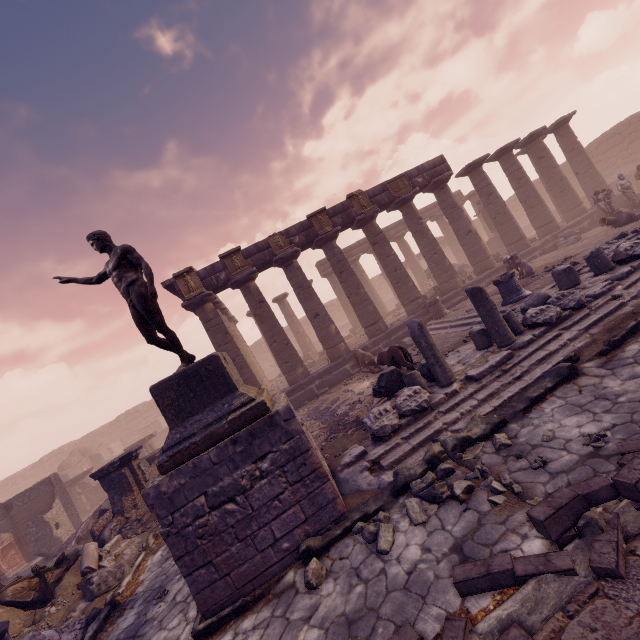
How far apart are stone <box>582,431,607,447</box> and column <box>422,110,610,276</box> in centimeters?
1727cm

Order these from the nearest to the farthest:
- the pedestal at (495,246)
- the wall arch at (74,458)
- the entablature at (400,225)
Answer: the pedestal at (495,246)
the wall arch at (74,458)
the entablature at (400,225)

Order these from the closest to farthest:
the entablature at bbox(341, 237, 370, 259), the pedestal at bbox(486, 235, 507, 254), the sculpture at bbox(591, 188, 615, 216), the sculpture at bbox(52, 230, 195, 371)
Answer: the sculpture at bbox(52, 230, 195, 371)
the sculpture at bbox(591, 188, 615, 216)
the pedestal at bbox(486, 235, 507, 254)
the entablature at bbox(341, 237, 370, 259)

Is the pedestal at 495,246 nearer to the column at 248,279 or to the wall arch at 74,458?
the column at 248,279

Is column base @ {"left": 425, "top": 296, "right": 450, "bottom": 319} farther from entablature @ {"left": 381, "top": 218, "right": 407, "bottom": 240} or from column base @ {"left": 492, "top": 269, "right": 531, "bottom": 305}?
entablature @ {"left": 381, "top": 218, "right": 407, "bottom": 240}

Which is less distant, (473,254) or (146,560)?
(146,560)

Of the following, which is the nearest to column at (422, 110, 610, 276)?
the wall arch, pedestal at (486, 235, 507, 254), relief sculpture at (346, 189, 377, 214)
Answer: pedestal at (486, 235, 507, 254)

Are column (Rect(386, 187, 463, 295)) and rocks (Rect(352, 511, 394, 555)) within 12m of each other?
no
